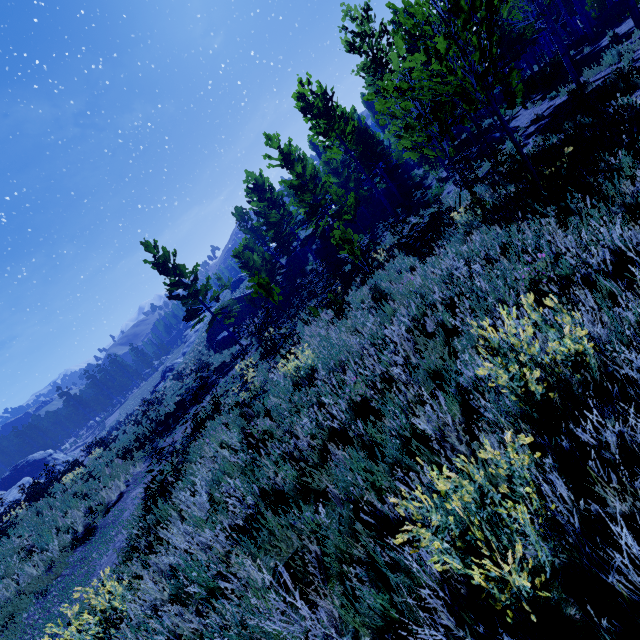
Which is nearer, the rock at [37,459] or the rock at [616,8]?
the rock at [616,8]

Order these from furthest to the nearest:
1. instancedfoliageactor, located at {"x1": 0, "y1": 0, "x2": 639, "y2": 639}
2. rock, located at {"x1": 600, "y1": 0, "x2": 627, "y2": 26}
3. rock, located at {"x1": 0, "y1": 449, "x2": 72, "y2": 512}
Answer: rock, located at {"x1": 0, "y1": 449, "x2": 72, "y2": 512} < rock, located at {"x1": 600, "y1": 0, "x2": 627, "y2": 26} < instancedfoliageactor, located at {"x1": 0, "y1": 0, "x2": 639, "y2": 639}

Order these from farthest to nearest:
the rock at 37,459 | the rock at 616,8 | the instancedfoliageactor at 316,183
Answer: the rock at 37,459, the rock at 616,8, the instancedfoliageactor at 316,183

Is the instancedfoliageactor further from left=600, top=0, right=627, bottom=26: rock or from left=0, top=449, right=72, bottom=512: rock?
left=0, top=449, right=72, bottom=512: rock

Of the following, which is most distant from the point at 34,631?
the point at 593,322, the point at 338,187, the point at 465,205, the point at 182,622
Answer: the point at 338,187

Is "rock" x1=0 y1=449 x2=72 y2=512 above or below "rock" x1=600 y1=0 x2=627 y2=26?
above

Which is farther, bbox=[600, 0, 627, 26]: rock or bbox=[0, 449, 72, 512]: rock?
bbox=[0, 449, 72, 512]: rock

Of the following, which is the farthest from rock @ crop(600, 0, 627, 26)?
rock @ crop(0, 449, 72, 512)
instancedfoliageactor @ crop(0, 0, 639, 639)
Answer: rock @ crop(0, 449, 72, 512)
